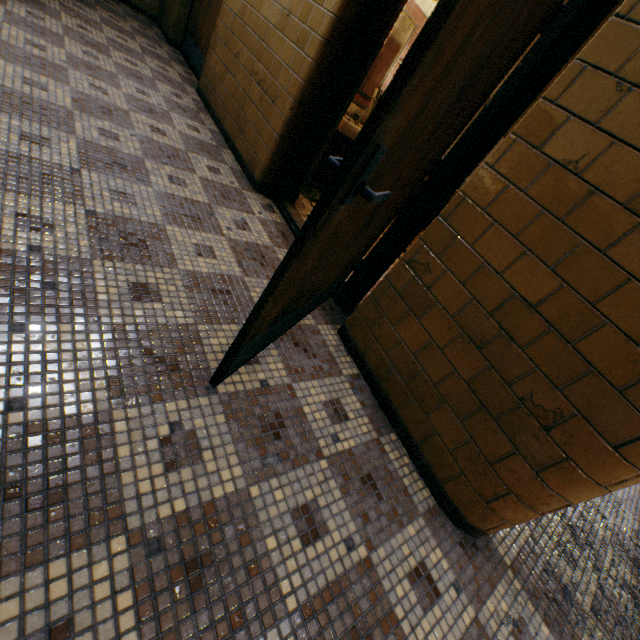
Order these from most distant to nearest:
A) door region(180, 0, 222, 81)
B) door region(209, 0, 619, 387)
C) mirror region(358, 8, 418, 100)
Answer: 1. door region(180, 0, 222, 81)
2. mirror region(358, 8, 418, 100)
3. door region(209, 0, 619, 387)

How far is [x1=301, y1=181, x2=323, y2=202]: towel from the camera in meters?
3.7 m

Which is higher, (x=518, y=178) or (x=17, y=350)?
(x=518, y=178)

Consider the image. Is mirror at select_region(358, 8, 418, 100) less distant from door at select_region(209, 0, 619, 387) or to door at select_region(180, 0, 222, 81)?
door at select_region(209, 0, 619, 387)

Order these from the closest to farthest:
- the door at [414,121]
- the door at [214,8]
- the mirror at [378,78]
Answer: the door at [414,121] → the mirror at [378,78] → the door at [214,8]

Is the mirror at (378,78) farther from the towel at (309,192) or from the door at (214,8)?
the door at (214,8)

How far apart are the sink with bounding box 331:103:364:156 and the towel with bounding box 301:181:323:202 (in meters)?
0.39

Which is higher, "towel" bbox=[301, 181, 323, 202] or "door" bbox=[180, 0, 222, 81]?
"door" bbox=[180, 0, 222, 81]
